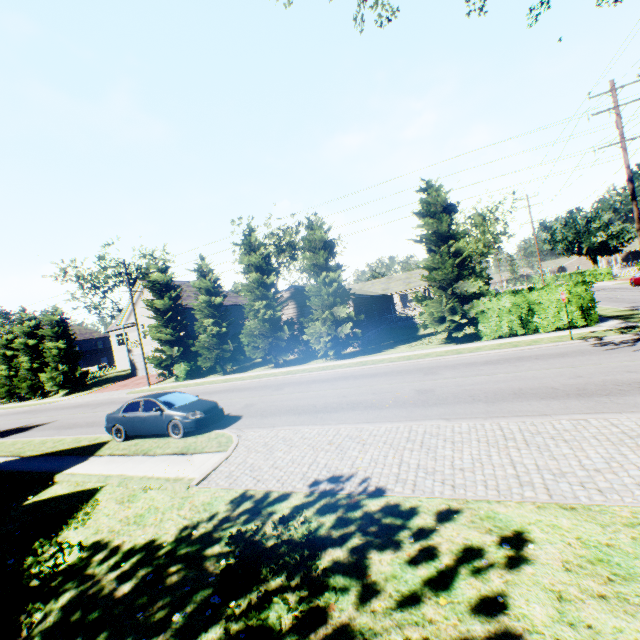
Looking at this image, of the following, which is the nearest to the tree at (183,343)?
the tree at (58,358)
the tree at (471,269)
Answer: the tree at (58,358)

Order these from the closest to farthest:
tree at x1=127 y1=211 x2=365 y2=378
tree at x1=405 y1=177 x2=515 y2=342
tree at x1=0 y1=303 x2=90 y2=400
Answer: tree at x1=405 y1=177 x2=515 y2=342
tree at x1=127 y1=211 x2=365 y2=378
tree at x1=0 y1=303 x2=90 y2=400

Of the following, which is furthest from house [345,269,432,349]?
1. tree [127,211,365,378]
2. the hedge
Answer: the hedge

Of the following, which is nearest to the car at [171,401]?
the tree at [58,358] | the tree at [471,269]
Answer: the tree at [471,269]

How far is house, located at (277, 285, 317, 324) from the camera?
29.0 meters

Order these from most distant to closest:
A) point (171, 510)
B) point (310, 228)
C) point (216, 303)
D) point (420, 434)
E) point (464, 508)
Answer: point (216, 303) < point (310, 228) < point (420, 434) < point (171, 510) < point (464, 508)

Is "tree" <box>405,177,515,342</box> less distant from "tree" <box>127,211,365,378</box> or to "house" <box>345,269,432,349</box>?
"house" <box>345,269,432,349</box>
